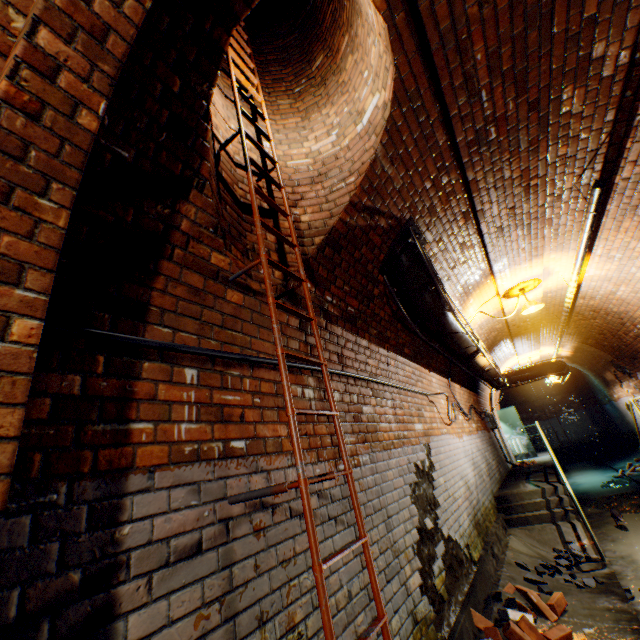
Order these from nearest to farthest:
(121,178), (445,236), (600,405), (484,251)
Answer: (121,178) < (445,236) < (484,251) < (600,405)

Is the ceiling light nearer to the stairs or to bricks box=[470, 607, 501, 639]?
the stairs

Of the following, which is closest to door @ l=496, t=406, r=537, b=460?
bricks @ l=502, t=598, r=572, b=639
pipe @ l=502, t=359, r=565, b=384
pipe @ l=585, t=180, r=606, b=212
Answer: pipe @ l=585, t=180, r=606, b=212

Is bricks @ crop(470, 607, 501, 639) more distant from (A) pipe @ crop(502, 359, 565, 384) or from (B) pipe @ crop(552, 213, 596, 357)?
(A) pipe @ crop(502, 359, 565, 384)

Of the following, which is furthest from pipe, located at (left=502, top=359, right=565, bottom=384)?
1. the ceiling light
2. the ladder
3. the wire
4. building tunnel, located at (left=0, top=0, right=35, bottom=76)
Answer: the ladder

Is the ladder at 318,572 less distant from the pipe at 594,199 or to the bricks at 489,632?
the bricks at 489,632

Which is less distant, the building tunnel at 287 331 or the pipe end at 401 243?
the building tunnel at 287 331

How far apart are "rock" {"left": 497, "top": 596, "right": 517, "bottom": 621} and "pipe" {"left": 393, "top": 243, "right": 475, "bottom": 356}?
3.06m
